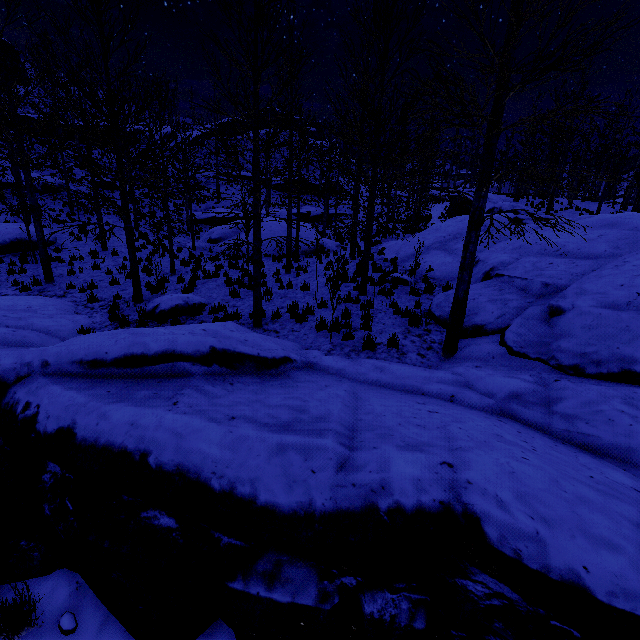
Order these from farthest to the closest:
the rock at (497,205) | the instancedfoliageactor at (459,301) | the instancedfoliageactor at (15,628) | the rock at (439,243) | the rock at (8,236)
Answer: the rock at (497,205) → the rock at (8,236) → the rock at (439,243) → the instancedfoliageactor at (459,301) → the instancedfoliageactor at (15,628)

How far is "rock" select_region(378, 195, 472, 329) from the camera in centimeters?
885cm

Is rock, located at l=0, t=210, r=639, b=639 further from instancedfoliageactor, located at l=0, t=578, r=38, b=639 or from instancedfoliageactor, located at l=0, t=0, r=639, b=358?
instancedfoliageactor, located at l=0, t=0, r=639, b=358

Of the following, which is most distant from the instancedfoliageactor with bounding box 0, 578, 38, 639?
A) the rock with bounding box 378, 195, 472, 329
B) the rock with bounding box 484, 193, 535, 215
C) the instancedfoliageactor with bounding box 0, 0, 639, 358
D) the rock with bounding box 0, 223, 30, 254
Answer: the rock with bounding box 484, 193, 535, 215

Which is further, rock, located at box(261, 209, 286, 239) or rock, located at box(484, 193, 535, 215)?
rock, located at box(484, 193, 535, 215)

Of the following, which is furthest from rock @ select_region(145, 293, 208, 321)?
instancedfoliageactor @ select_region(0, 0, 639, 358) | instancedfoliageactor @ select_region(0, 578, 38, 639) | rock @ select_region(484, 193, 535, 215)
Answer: instancedfoliageactor @ select_region(0, 0, 639, 358)

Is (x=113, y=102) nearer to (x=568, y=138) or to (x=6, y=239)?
(x=6, y=239)

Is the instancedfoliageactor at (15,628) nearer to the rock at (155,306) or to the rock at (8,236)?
the rock at (155,306)
